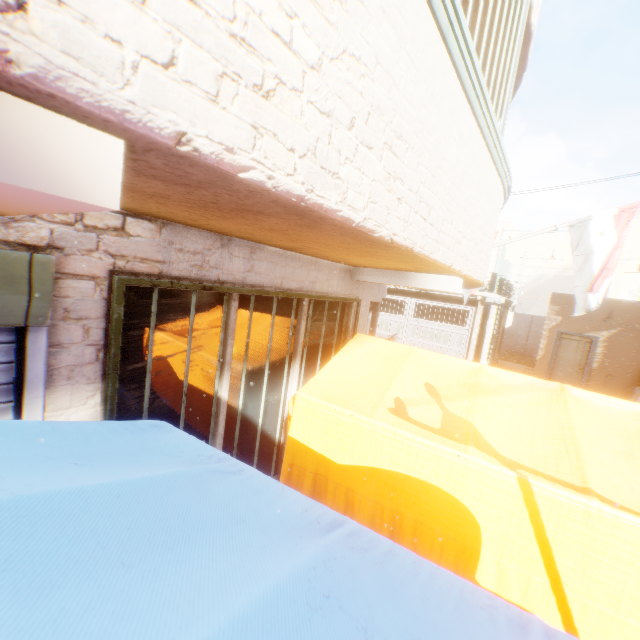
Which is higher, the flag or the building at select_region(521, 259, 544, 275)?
the building at select_region(521, 259, 544, 275)

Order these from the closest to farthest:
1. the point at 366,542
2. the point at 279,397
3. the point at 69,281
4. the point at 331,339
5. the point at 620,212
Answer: the point at 366,542, the point at 69,281, the point at 279,397, the point at 331,339, the point at 620,212

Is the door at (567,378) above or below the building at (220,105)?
below

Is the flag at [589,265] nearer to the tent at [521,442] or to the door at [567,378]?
the tent at [521,442]

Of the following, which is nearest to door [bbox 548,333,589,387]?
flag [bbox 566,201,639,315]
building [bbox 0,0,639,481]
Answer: building [bbox 0,0,639,481]

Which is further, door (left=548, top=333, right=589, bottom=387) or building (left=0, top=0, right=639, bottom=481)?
door (left=548, top=333, right=589, bottom=387)

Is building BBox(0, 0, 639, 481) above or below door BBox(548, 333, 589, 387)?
above
